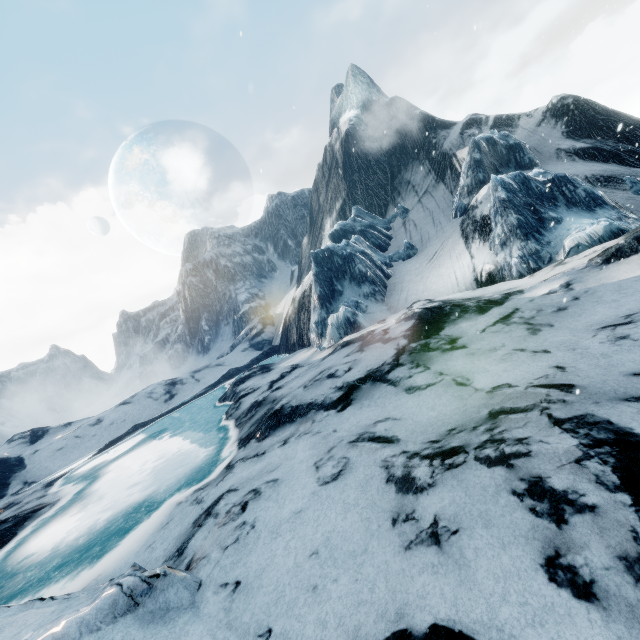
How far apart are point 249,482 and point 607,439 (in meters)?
7.31
